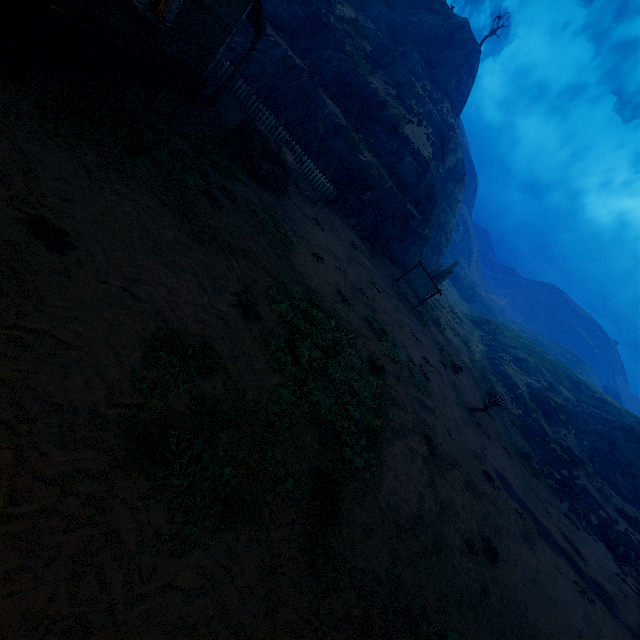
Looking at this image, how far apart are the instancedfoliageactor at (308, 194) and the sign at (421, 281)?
8.5 meters

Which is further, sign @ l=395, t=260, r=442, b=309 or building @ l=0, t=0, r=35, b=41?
sign @ l=395, t=260, r=442, b=309

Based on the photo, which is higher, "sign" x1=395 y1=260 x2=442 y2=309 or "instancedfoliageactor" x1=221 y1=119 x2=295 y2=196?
"sign" x1=395 y1=260 x2=442 y2=309

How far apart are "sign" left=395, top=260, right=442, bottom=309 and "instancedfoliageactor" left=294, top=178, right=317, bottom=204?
8.5m

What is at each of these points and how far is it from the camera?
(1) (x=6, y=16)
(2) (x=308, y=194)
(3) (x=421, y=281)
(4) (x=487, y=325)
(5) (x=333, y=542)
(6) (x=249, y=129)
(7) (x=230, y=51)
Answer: (1) building, 6.0m
(2) instancedfoliageactor, 17.4m
(3) sign, 21.9m
(4) instancedfoliageactor, 48.7m
(5) z, 5.2m
(6) instancedfoliageactor, 12.4m
(7) z, 19.1m

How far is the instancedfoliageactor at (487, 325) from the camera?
48.0 meters

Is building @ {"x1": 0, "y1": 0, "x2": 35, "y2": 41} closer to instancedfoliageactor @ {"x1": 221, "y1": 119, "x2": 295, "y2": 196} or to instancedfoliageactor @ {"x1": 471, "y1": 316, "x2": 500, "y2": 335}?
instancedfoliageactor @ {"x1": 221, "y1": 119, "x2": 295, "y2": 196}
